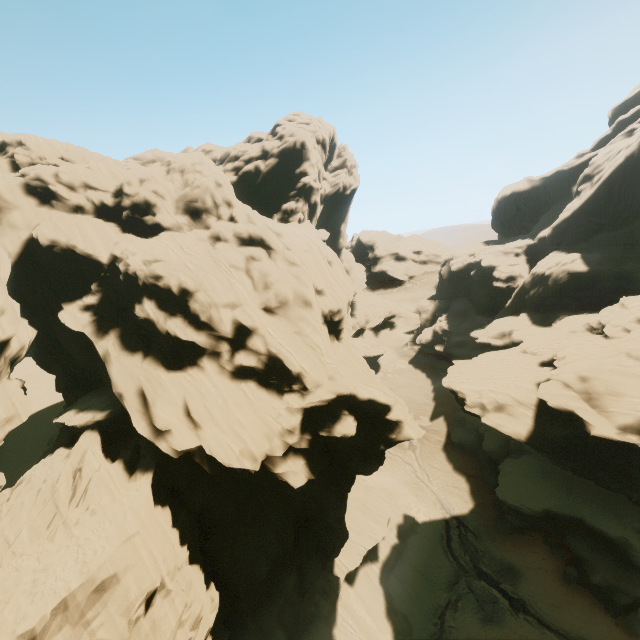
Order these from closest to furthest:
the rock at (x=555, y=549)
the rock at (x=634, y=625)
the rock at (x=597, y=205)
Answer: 1. the rock at (x=634, y=625)
2. the rock at (x=597, y=205)
3. the rock at (x=555, y=549)

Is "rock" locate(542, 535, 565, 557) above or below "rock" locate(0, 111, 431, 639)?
below

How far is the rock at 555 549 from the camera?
30.9 meters

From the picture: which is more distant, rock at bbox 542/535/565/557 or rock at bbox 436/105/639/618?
rock at bbox 542/535/565/557

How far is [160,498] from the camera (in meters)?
21.17

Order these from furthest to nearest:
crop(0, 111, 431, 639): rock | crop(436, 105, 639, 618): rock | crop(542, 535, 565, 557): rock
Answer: crop(542, 535, 565, 557): rock, crop(436, 105, 639, 618): rock, crop(0, 111, 431, 639): rock
